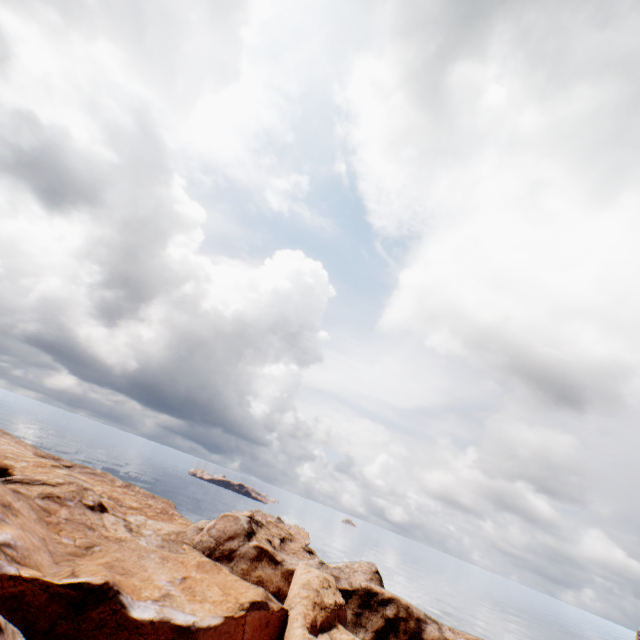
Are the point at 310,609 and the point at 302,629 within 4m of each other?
yes
